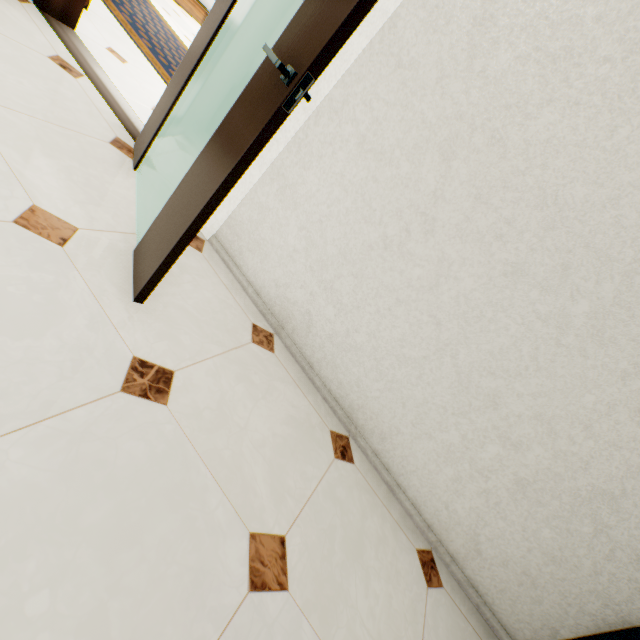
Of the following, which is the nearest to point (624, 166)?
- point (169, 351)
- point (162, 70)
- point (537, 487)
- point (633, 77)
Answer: point (633, 77)

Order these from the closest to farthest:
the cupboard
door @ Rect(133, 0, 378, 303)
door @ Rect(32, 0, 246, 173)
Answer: door @ Rect(133, 0, 378, 303), door @ Rect(32, 0, 246, 173), the cupboard

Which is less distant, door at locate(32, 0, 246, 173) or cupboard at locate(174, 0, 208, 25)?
door at locate(32, 0, 246, 173)

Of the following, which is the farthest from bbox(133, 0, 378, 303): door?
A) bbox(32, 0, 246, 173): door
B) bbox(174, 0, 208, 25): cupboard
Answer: bbox(174, 0, 208, 25): cupboard

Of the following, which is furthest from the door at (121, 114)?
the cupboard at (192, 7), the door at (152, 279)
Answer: the cupboard at (192, 7)

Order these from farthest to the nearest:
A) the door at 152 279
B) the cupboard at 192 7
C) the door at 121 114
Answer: the cupboard at 192 7, the door at 121 114, the door at 152 279

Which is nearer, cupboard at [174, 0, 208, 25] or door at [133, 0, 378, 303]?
door at [133, 0, 378, 303]
